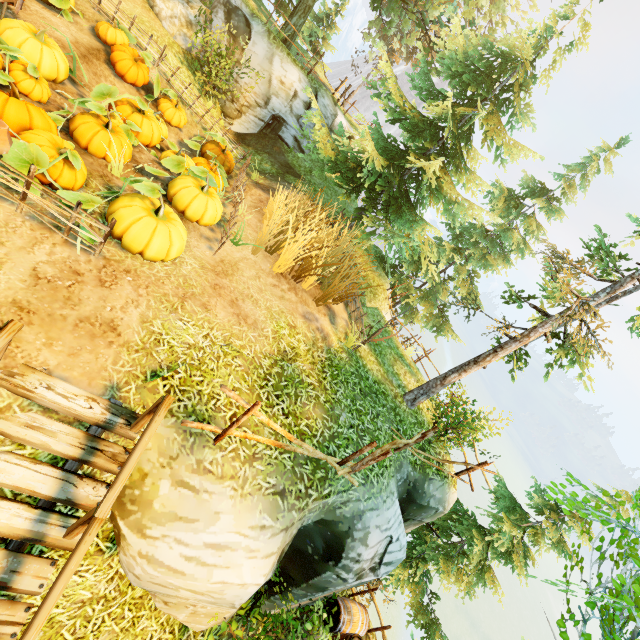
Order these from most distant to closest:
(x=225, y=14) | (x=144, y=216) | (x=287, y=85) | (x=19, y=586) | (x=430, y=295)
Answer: (x=430, y=295)
(x=287, y=85)
(x=225, y=14)
(x=144, y=216)
(x=19, y=586)

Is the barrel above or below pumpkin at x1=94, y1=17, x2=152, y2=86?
below

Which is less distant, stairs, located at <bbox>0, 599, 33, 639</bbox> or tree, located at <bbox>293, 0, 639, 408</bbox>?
stairs, located at <bbox>0, 599, 33, 639</bbox>

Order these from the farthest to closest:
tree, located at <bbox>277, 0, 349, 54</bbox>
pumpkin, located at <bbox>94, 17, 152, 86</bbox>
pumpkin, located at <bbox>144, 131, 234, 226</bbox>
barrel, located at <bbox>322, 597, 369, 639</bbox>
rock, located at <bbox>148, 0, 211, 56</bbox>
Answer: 1. tree, located at <bbox>277, 0, 349, 54</bbox>
2. rock, located at <bbox>148, 0, 211, 56</bbox>
3. pumpkin, located at <bbox>94, 17, 152, 86</bbox>
4. barrel, located at <bbox>322, 597, 369, 639</bbox>
5. pumpkin, located at <bbox>144, 131, 234, 226</bbox>

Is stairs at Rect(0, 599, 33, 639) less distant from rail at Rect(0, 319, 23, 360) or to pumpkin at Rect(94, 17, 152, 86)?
rail at Rect(0, 319, 23, 360)

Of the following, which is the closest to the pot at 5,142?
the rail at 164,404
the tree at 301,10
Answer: the rail at 164,404

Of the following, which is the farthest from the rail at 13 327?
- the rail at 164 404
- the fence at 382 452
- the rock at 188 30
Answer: the rock at 188 30

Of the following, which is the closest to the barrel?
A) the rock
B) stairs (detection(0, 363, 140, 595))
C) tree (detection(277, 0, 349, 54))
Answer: stairs (detection(0, 363, 140, 595))
